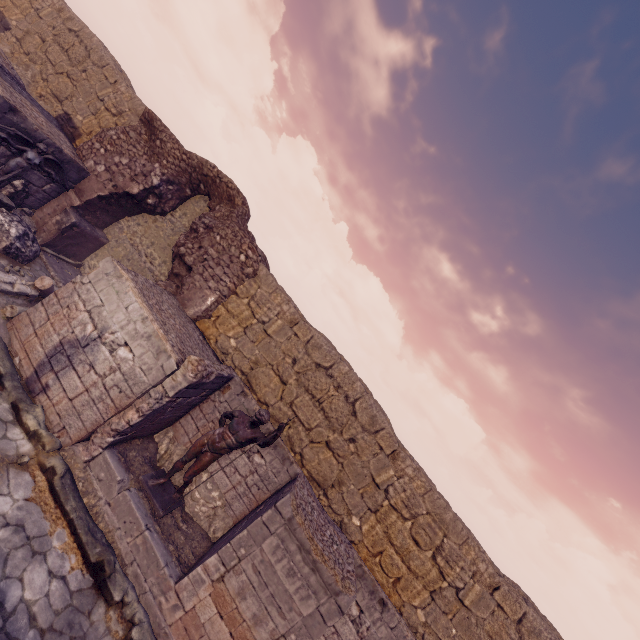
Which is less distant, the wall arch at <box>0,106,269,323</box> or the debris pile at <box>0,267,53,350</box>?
the debris pile at <box>0,267,53,350</box>

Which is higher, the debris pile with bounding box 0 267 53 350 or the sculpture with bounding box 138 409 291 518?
the sculpture with bounding box 138 409 291 518

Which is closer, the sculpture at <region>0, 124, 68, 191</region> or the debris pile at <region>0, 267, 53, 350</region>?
the debris pile at <region>0, 267, 53, 350</region>

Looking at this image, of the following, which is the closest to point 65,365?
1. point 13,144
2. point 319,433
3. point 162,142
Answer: point 319,433

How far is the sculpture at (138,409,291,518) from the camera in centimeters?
612cm

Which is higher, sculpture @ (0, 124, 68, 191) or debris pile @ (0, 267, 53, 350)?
sculpture @ (0, 124, 68, 191)

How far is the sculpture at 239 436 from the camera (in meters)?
6.12

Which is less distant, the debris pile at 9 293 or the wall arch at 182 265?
the debris pile at 9 293
